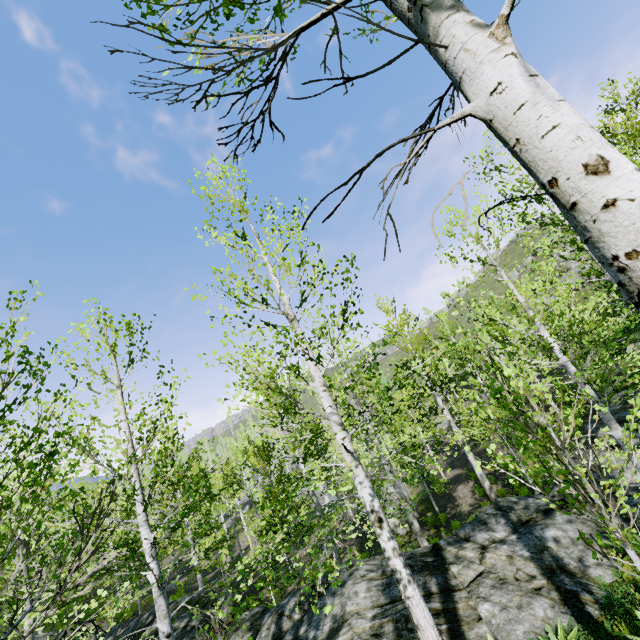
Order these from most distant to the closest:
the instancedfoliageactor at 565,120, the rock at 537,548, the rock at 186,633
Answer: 1. the rock at 186,633
2. the rock at 537,548
3. the instancedfoliageactor at 565,120

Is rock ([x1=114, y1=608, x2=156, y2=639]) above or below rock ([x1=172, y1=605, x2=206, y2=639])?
above

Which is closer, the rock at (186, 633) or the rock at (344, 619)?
the rock at (344, 619)

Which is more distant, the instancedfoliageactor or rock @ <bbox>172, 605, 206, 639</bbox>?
rock @ <bbox>172, 605, 206, 639</bbox>

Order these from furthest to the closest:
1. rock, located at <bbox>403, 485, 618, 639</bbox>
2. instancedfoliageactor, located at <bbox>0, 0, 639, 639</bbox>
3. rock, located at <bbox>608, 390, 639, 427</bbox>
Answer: rock, located at <bbox>608, 390, 639, 427</bbox> → rock, located at <bbox>403, 485, 618, 639</bbox> → instancedfoliageactor, located at <bbox>0, 0, 639, 639</bbox>

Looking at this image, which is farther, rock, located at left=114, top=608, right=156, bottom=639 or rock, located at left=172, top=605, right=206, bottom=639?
rock, located at left=114, top=608, right=156, bottom=639

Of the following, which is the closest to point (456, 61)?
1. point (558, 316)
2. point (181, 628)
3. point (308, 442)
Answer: point (558, 316)
